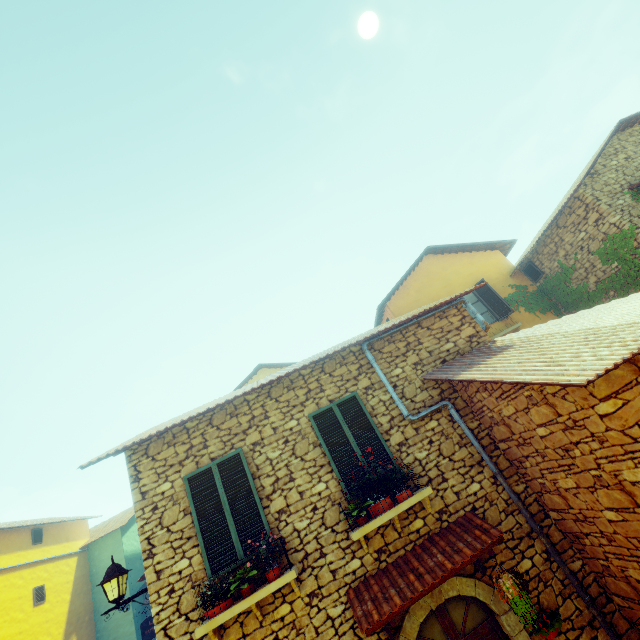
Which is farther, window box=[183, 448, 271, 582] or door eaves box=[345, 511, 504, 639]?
window box=[183, 448, 271, 582]

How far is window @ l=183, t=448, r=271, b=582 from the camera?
5.2 meters

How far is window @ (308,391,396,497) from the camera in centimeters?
592cm

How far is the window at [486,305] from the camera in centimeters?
1168cm

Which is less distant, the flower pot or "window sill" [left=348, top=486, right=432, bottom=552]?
the flower pot

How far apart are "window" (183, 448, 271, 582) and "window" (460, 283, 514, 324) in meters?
8.7 m

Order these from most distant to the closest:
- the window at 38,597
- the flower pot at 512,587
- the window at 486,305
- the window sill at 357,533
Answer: the window at 38,597
the window at 486,305
the window sill at 357,533
the flower pot at 512,587

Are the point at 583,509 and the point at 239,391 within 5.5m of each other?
no
